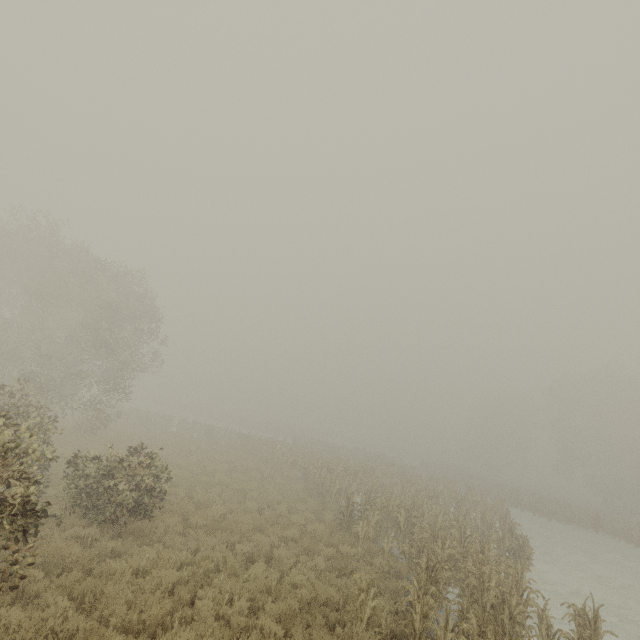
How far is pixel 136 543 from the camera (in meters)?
9.25
